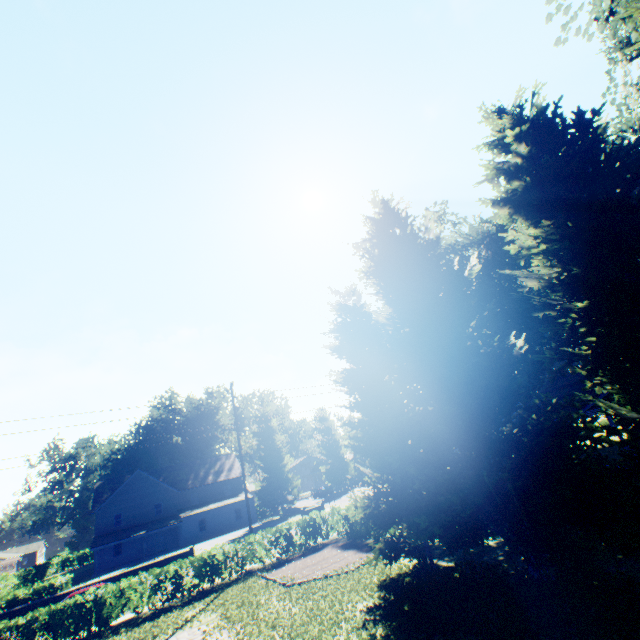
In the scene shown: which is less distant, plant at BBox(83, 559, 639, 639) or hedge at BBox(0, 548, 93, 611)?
plant at BBox(83, 559, 639, 639)

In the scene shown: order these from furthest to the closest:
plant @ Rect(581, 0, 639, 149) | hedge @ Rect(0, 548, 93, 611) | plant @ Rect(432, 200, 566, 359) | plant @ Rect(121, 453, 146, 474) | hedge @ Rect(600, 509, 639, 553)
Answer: plant @ Rect(121, 453, 146, 474)
plant @ Rect(432, 200, 566, 359)
hedge @ Rect(0, 548, 93, 611)
plant @ Rect(581, 0, 639, 149)
hedge @ Rect(600, 509, 639, 553)

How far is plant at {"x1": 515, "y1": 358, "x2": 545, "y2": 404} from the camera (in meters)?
25.12

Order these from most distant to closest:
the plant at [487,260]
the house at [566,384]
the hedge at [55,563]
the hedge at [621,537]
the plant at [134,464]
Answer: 1. the plant at [134,464]
2. the plant at [487,260]
3. the hedge at [55,563]
4. the house at [566,384]
5. the hedge at [621,537]

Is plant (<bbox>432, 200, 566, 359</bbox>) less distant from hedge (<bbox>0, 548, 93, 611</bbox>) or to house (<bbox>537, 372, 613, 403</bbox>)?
hedge (<bbox>0, 548, 93, 611</bbox>)

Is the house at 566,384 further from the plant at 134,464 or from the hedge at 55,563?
the hedge at 55,563

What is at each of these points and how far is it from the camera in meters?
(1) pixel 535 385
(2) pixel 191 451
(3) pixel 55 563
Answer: (1) plant, 35.4
(2) plant, 59.4
(3) hedge, 56.6
